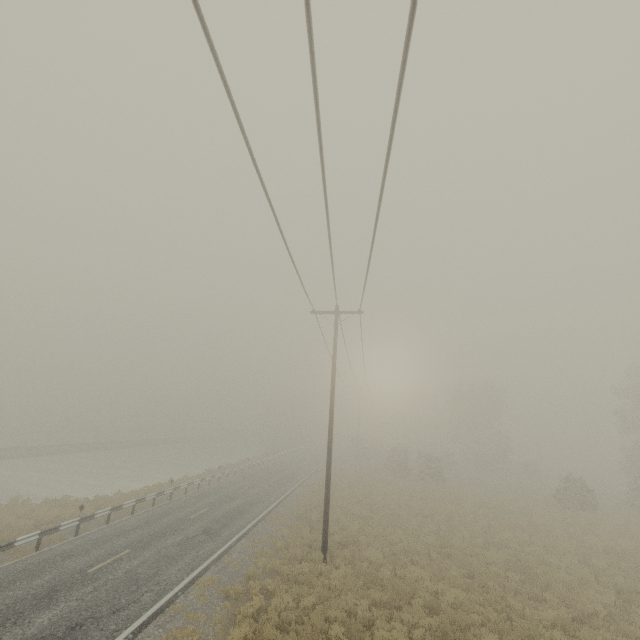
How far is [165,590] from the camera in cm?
1120
